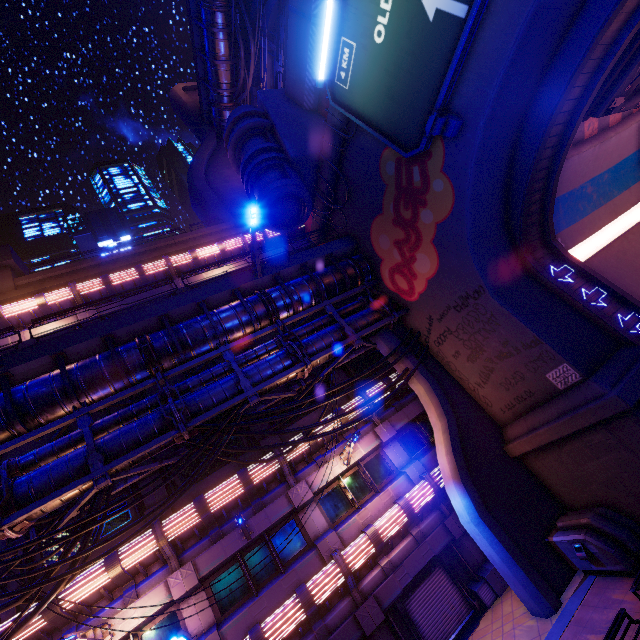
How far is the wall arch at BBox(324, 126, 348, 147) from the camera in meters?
14.5 m

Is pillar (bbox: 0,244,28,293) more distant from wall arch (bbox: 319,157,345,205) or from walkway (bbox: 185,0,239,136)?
walkway (bbox: 185,0,239,136)

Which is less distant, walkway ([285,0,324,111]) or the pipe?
the pipe

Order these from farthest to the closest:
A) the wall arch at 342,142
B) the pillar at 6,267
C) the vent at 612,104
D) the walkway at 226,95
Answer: the walkway at 226,95 < the pillar at 6,267 < the wall arch at 342,142 < the vent at 612,104

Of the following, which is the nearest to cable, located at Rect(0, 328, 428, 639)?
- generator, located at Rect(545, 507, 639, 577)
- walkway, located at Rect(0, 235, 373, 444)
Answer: walkway, located at Rect(0, 235, 373, 444)

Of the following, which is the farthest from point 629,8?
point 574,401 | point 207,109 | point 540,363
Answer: point 207,109

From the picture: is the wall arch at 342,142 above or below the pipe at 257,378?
above

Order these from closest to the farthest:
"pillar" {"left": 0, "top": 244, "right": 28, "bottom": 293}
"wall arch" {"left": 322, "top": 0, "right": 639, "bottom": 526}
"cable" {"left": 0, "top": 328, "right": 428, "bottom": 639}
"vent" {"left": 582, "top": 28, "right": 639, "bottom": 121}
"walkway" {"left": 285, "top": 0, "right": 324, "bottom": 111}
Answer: "cable" {"left": 0, "top": 328, "right": 428, "bottom": 639} → "wall arch" {"left": 322, "top": 0, "right": 639, "bottom": 526} → "vent" {"left": 582, "top": 28, "right": 639, "bottom": 121} → "walkway" {"left": 285, "top": 0, "right": 324, "bottom": 111} → "pillar" {"left": 0, "top": 244, "right": 28, "bottom": 293}
